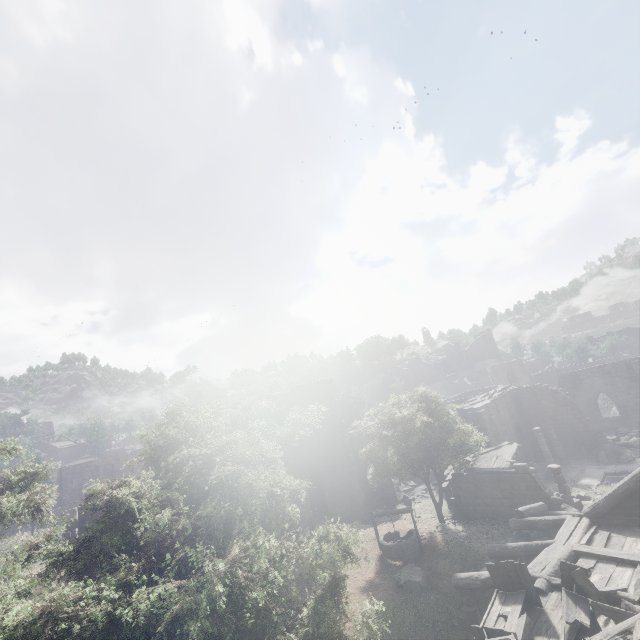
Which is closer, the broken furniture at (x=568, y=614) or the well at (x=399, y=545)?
the broken furniture at (x=568, y=614)

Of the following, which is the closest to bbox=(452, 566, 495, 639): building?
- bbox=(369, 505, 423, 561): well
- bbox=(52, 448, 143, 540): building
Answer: bbox=(369, 505, 423, 561): well

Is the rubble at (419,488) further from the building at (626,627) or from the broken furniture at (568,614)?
the broken furniture at (568,614)

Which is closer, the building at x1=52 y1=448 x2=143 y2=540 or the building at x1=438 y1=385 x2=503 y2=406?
the building at x1=52 y1=448 x2=143 y2=540

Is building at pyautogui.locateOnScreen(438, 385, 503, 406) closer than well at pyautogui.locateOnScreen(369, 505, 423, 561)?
No

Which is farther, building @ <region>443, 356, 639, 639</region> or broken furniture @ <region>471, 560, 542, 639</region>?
building @ <region>443, 356, 639, 639</region>

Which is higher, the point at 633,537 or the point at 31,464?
the point at 31,464

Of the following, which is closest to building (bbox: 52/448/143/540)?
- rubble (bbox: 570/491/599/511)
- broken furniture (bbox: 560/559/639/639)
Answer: broken furniture (bbox: 560/559/639/639)
